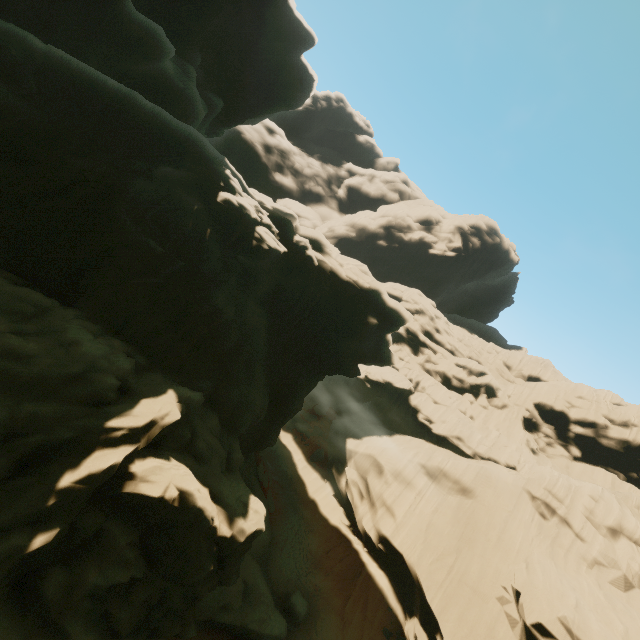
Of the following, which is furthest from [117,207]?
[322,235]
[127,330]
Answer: [322,235]
